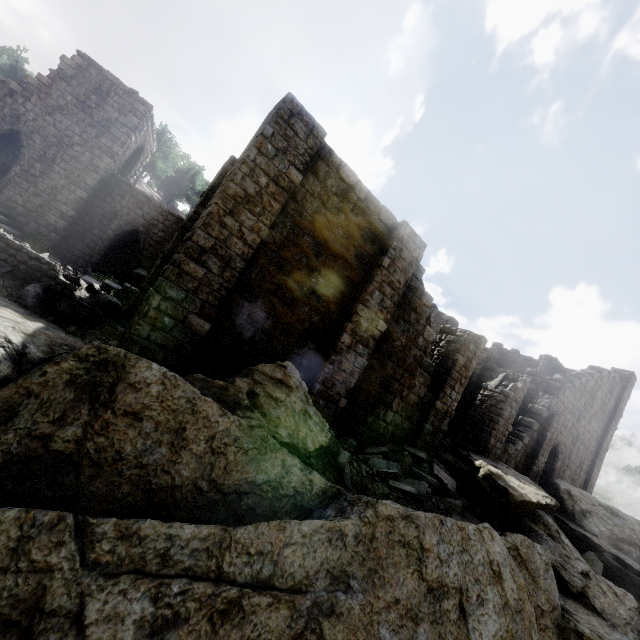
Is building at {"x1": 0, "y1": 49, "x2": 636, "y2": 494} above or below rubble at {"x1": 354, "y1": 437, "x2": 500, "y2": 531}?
above

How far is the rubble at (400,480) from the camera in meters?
8.7 m

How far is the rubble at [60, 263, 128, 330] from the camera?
7.76m

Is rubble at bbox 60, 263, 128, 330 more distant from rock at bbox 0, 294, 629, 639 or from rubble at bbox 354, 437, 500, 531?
rubble at bbox 354, 437, 500, 531

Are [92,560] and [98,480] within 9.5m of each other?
yes

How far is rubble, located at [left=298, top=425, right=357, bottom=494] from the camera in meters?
7.5

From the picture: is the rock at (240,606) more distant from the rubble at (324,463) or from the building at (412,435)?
the building at (412,435)
